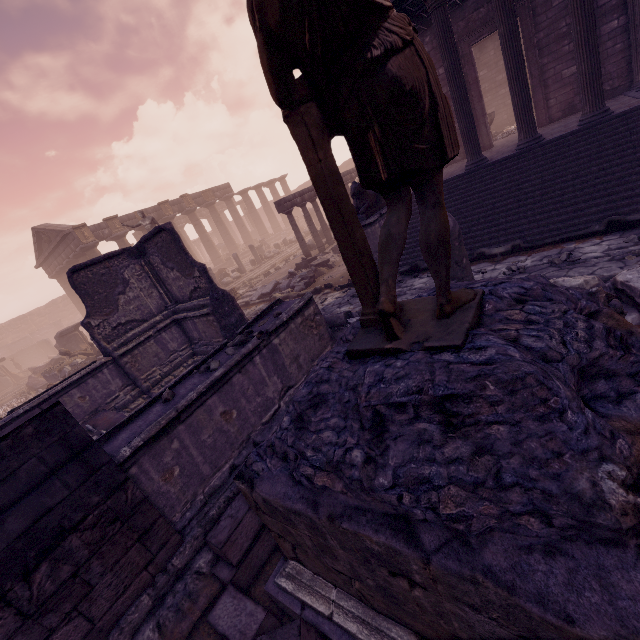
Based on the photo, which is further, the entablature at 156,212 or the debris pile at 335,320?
the entablature at 156,212

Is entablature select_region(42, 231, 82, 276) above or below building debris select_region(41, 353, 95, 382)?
above

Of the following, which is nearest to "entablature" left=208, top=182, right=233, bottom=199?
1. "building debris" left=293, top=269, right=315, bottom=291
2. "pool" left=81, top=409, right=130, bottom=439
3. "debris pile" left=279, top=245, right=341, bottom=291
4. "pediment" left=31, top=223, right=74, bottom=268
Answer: "pediment" left=31, top=223, right=74, bottom=268

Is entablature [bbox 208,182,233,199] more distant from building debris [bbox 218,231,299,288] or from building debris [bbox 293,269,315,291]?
building debris [bbox 293,269,315,291]

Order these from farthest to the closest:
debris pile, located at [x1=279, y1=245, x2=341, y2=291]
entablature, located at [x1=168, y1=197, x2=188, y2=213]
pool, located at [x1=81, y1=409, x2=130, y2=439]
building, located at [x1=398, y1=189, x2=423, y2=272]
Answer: entablature, located at [x1=168, y1=197, x2=188, y2=213]
debris pile, located at [x1=279, y1=245, x2=341, y2=291]
building, located at [x1=398, y1=189, x2=423, y2=272]
pool, located at [x1=81, y1=409, x2=130, y2=439]

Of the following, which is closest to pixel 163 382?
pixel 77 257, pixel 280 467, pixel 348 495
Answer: pixel 280 467

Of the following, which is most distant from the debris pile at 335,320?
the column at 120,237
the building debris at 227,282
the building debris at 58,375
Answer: the column at 120,237

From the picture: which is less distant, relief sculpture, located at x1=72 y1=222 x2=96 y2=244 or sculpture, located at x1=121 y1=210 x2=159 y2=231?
sculpture, located at x1=121 y1=210 x2=159 y2=231
